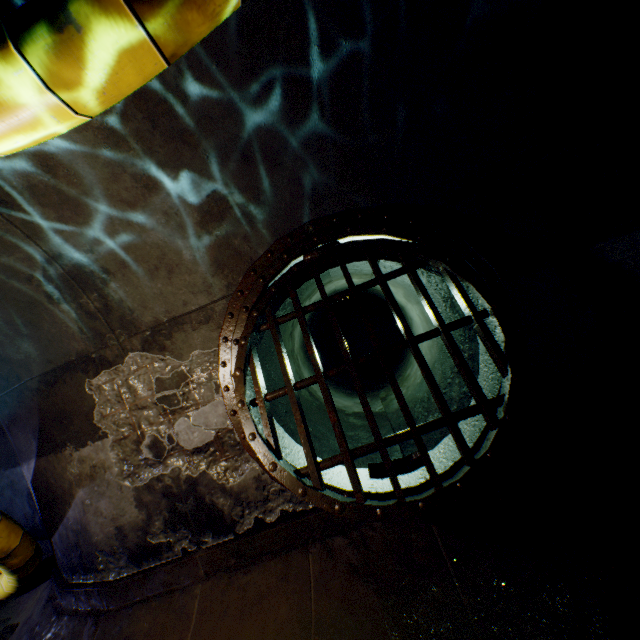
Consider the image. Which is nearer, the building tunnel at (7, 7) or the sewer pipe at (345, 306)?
the building tunnel at (7, 7)

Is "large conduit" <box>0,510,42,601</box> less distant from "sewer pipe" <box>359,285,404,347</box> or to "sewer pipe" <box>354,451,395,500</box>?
"sewer pipe" <box>354,451,395,500</box>

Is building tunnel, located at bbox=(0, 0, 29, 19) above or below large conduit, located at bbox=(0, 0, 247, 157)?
above

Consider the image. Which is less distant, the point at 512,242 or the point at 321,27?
the point at 321,27

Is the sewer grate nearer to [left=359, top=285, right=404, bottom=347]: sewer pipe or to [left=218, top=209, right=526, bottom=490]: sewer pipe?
[left=218, top=209, right=526, bottom=490]: sewer pipe

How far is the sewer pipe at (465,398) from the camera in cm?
387

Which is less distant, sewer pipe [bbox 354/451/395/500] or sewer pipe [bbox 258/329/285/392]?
sewer pipe [bbox 354/451/395/500]

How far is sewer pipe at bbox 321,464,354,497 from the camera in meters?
3.2 m
